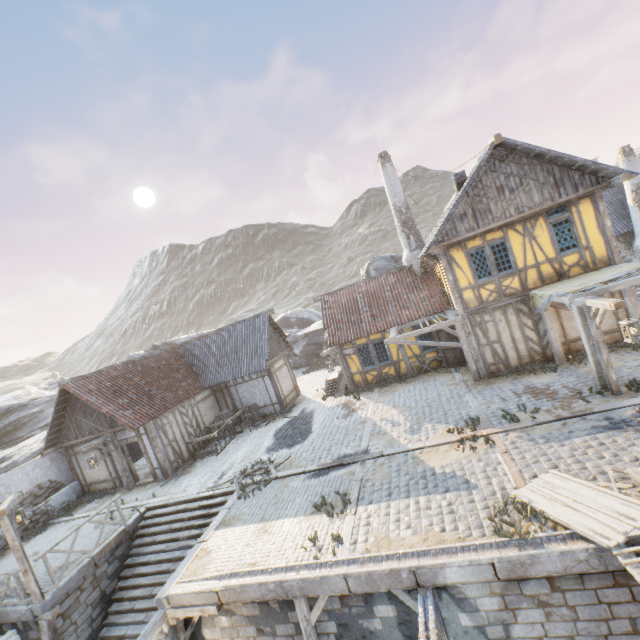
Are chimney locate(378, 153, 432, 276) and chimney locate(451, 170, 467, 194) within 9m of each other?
yes

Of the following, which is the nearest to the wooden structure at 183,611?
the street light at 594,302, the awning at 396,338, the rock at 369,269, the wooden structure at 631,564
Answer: the wooden structure at 631,564

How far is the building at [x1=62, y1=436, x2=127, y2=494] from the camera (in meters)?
15.91

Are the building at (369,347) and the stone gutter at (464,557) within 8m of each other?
no

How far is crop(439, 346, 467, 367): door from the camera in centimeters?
1588cm

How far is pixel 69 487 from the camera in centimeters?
1620cm

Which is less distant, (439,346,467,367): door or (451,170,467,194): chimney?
(451,170,467,194): chimney

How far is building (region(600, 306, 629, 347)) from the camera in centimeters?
1211cm
